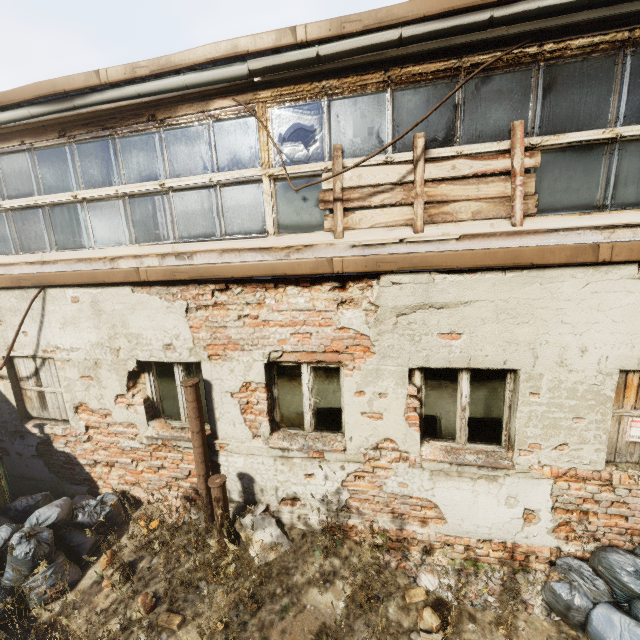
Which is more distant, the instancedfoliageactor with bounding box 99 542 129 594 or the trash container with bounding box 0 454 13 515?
the trash container with bounding box 0 454 13 515

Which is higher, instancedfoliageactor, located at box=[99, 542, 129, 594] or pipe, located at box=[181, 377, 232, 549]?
pipe, located at box=[181, 377, 232, 549]

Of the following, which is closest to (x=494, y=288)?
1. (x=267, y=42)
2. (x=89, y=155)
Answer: (x=267, y=42)

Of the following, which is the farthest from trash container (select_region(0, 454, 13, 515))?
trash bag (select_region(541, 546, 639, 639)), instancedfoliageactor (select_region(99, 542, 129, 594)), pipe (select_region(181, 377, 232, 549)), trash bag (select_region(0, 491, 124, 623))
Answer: trash bag (select_region(541, 546, 639, 639))

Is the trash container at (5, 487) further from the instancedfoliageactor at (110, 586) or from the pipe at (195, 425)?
the pipe at (195, 425)

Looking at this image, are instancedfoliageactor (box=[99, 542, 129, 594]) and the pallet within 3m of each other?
no

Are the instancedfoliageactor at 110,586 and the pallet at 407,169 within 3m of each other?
no

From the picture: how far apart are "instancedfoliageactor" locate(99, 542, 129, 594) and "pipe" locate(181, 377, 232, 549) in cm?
105
